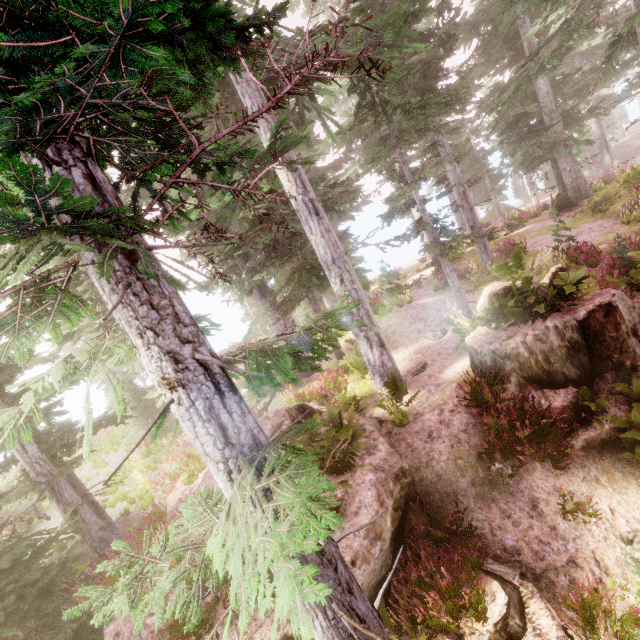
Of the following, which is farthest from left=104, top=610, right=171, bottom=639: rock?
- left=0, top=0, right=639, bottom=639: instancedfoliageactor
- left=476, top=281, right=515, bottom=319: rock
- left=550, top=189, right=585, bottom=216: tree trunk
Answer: left=550, top=189, right=585, bottom=216: tree trunk

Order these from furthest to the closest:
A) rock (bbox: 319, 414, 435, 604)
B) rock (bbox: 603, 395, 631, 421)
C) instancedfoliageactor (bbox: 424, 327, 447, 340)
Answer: instancedfoliageactor (bbox: 424, 327, 447, 340), rock (bbox: 603, 395, 631, 421), rock (bbox: 319, 414, 435, 604)

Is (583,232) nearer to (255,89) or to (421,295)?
A: (421,295)

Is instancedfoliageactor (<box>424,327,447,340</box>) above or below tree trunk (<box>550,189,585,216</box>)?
below

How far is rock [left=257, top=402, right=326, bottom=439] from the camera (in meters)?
8.55

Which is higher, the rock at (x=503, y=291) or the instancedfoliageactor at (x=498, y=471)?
the rock at (x=503, y=291)

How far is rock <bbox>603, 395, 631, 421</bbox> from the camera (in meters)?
6.63

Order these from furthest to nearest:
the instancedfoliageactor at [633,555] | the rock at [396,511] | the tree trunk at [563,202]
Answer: the tree trunk at [563,202] < the rock at [396,511] < the instancedfoliageactor at [633,555]
